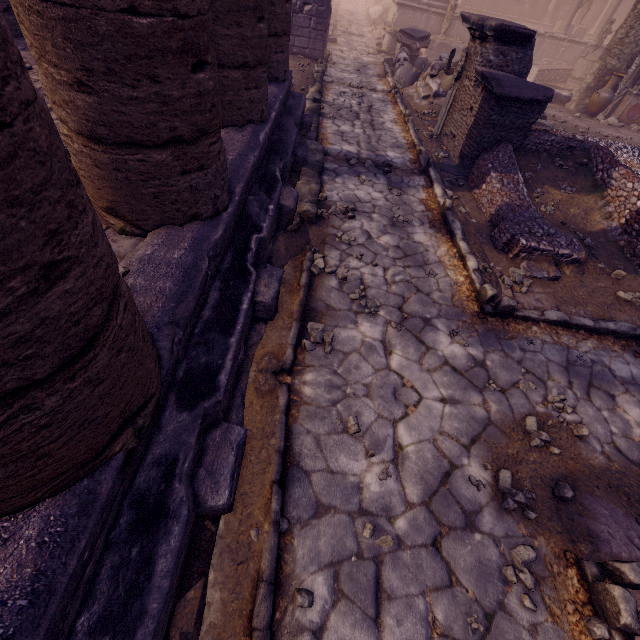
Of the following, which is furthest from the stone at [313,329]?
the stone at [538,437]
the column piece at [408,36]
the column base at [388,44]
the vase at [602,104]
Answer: the column base at [388,44]

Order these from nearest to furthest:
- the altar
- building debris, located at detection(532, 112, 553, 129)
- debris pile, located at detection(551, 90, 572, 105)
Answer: building debris, located at detection(532, 112, 553, 129) < the altar < debris pile, located at detection(551, 90, 572, 105)

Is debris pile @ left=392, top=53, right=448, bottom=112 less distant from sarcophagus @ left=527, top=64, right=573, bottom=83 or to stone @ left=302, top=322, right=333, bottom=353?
sarcophagus @ left=527, top=64, right=573, bottom=83

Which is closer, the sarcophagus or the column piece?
the column piece

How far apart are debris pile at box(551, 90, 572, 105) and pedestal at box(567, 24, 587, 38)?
9.0m

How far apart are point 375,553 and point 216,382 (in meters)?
1.69

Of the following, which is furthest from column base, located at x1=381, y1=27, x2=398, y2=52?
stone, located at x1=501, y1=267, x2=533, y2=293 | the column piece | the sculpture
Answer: stone, located at x1=501, y1=267, x2=533, y2=293

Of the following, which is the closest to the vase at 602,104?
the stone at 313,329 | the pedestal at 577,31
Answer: the pedestal at 577,31
